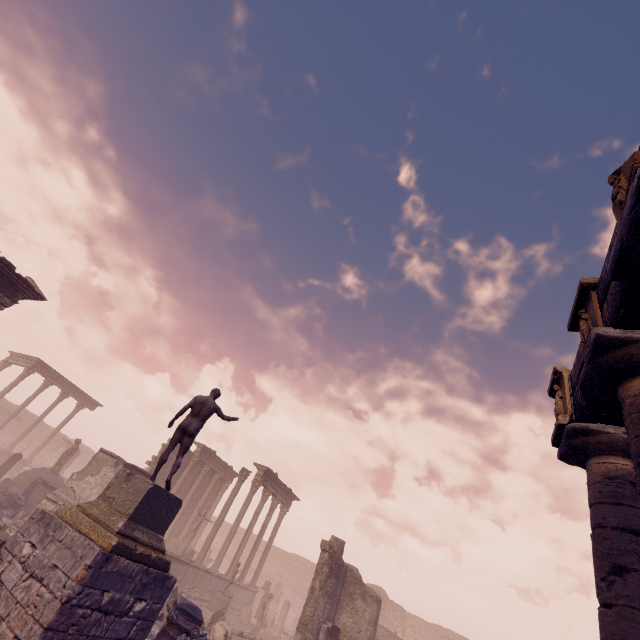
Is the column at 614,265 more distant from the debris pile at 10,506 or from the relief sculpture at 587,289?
the debris pile at 10,506

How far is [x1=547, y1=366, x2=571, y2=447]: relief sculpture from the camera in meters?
5.7

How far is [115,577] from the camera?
5.8m

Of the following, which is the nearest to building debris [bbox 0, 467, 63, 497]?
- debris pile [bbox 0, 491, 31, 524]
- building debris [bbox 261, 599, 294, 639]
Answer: debris pile [bbox 0, 491, 31, 524]

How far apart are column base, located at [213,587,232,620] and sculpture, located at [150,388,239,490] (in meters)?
14.33

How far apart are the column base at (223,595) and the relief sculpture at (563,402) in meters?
19.5

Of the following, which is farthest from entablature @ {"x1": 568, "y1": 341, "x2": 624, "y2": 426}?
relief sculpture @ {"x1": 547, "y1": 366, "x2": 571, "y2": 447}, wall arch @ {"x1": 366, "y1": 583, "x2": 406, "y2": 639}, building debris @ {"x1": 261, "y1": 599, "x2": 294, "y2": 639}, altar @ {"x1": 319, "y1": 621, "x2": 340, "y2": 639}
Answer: wall arch @ {"x1": 366, "y1": 583, "x2": 406, "y2": 639}

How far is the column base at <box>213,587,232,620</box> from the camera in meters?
17.3 m
